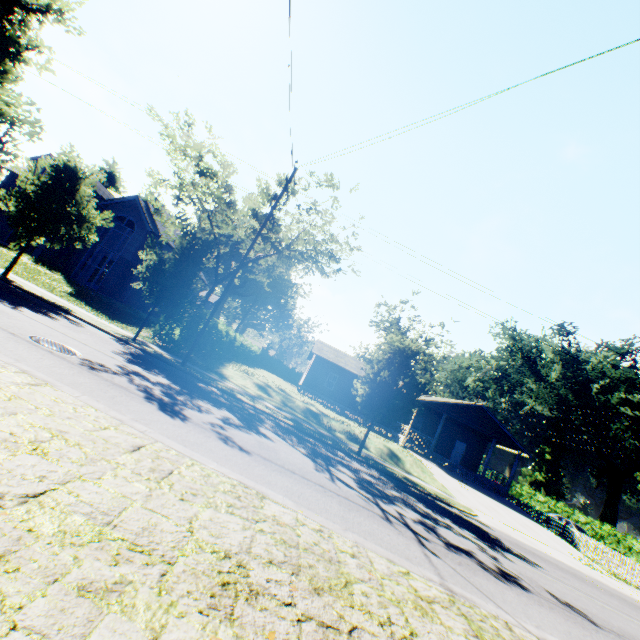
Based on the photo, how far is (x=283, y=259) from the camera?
29.72m

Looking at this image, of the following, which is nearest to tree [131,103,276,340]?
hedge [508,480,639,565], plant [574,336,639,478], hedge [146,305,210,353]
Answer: hedge [146,305,210,353]

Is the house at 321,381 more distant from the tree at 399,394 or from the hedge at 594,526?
the hedge at 594,526

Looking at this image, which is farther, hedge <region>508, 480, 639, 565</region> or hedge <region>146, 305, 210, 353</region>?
hedge <region>508, 480, 639, 565</region>

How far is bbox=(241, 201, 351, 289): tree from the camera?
20.1 meters

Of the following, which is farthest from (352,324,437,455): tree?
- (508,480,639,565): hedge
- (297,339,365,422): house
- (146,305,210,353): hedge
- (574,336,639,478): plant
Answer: (574,336,639,478): plant

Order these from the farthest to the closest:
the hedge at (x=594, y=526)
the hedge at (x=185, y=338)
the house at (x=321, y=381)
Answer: the hedge at (x=594, y=526) < the house at (x=321, y=381) < the hedge at (x=185, y=338)

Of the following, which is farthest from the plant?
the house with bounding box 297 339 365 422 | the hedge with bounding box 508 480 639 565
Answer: the house with bounding box 297 339 365 422
